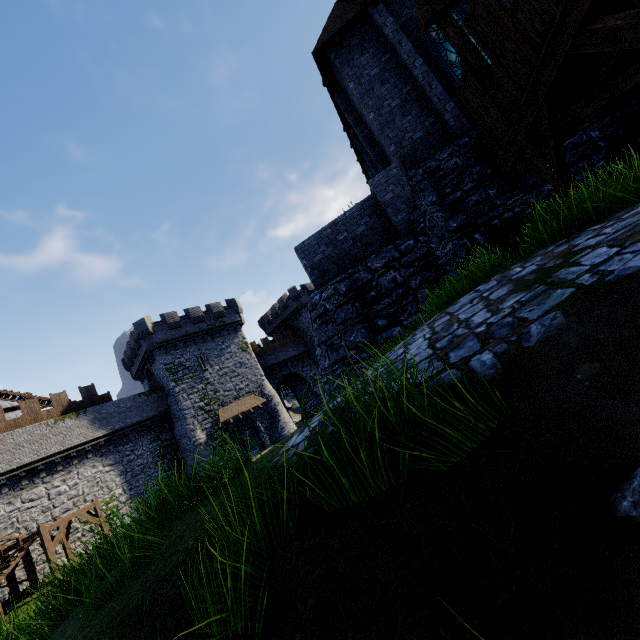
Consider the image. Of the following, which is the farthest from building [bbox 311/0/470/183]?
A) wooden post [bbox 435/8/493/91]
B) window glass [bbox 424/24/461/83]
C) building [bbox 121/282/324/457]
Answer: building [bbox 121/282/324/457]

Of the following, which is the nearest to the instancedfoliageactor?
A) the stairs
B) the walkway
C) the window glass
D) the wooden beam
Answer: the walkway

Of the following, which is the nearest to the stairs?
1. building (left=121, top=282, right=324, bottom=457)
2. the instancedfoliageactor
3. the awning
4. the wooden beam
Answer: building (left=121, top=282, right=324, bottom=457)

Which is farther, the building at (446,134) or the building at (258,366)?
the building at (258,366)

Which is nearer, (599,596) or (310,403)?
(599,596)

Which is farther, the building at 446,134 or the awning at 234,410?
the awning at 234,410

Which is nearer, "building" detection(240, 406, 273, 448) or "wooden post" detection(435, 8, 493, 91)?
"wooden post" detection(435, 8, 493, 91)

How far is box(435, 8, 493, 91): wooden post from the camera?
7.41m
